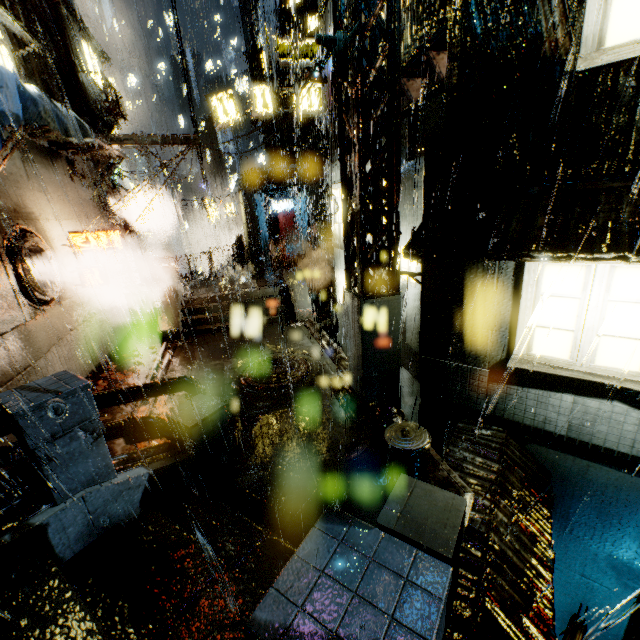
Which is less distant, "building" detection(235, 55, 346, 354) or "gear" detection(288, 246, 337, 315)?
"building" detection(235, 55, 346, 354)

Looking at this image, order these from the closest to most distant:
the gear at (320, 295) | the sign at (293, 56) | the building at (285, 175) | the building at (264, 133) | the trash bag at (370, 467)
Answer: the trash bag at (370, 467)
the sign at (293, 56)
the building at (285, 175)
the gear at (320, 295)
the building at (264, 133)

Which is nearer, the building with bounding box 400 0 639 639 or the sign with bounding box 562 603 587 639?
the building with bounding box 400 0 639 639

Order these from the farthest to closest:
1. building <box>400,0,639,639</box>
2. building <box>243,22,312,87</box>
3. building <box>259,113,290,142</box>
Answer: building <box>259,113,290,142</box>
building <box>243,22,312,87</box>
building <box>400,0,639,639</box>

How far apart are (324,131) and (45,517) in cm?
4107

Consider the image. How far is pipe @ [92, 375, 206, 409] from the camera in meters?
7.5

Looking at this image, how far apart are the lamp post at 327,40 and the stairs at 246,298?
10.46m

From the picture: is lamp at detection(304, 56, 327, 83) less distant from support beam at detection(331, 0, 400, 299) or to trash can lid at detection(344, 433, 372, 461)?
support beam at detection(331, 0, 400, 299)
